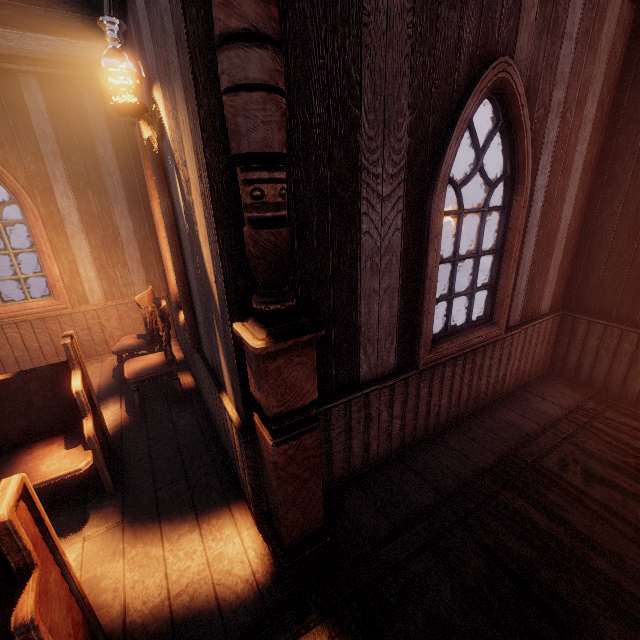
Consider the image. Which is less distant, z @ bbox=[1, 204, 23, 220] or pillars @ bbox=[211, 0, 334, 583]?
pillars @ bbox=[211, 0, 334, 583]

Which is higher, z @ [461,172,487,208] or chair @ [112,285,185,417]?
z @ [461,172,487,208]

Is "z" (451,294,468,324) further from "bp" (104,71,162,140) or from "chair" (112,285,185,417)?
"bp" (104,71,162,140)

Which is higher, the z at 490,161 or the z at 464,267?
the z at 490,161

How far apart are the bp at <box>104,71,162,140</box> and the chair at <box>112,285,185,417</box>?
1.67m

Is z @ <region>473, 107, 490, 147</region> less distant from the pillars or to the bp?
the pillars

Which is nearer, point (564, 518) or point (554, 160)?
point (564, 518)

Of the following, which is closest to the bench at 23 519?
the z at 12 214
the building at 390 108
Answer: the building at 390 108
